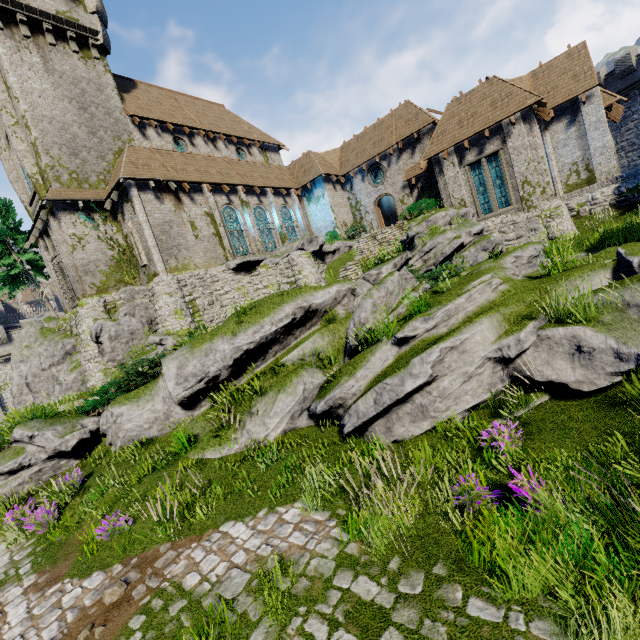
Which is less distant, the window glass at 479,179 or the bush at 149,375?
the bush at 149,375

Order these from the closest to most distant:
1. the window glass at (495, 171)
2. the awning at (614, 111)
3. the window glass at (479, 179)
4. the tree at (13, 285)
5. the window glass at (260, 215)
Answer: the awning at (614, 111) < the window glass at (495, 171) < the window glass at (479, 179) < the tree at (13, 285) < the window glass at (260, 215)

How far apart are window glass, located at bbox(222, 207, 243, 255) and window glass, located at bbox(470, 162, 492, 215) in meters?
16.2

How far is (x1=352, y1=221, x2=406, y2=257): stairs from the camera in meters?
23.0 m

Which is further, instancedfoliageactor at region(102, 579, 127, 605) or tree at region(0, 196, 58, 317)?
tree at region(0, 196, 58, 317)

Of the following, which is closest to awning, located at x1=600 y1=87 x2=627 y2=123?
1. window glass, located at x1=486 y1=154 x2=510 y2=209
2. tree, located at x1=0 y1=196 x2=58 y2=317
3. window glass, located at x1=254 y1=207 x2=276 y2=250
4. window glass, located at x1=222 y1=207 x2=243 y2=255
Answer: window glass, located at x1=486 y1=154 x2=510 y2=209

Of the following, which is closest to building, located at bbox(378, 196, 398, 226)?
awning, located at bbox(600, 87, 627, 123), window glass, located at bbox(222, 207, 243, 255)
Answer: awning, located at bbox(600, 87, 627, 123)

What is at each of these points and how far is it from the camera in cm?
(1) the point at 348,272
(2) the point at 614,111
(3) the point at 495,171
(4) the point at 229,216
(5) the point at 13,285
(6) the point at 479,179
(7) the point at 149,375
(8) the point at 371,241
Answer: (1) stairs, 2192
(2) awning, 1998
(3) window glass, 2028
(4) window glass, 2358
(5) tree, 2434
(6) window glass, 2092
(7) bush, 1183
(8) stairs, 2489
